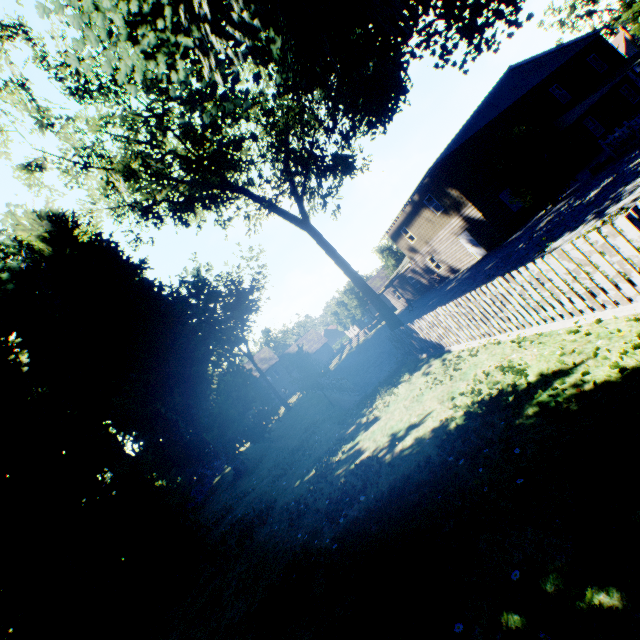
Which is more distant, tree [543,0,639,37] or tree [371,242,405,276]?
tree [371,242,405,276]

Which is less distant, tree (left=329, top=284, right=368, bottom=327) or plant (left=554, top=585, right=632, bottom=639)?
plant (left=554, top=585, right=632, bottom=639)

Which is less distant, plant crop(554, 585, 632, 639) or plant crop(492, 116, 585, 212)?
plant crop(554, 585, 632, 639)

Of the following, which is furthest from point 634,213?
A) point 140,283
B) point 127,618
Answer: point 140,283

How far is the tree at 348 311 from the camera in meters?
46.7

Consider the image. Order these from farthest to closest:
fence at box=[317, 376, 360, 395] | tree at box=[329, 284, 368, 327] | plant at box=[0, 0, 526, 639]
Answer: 1. tree at box=[329, 284, 368, 327]
2. fence at box=[317, 376, 360, 395]
3. plant at box=[0, 0, 526, 639]
